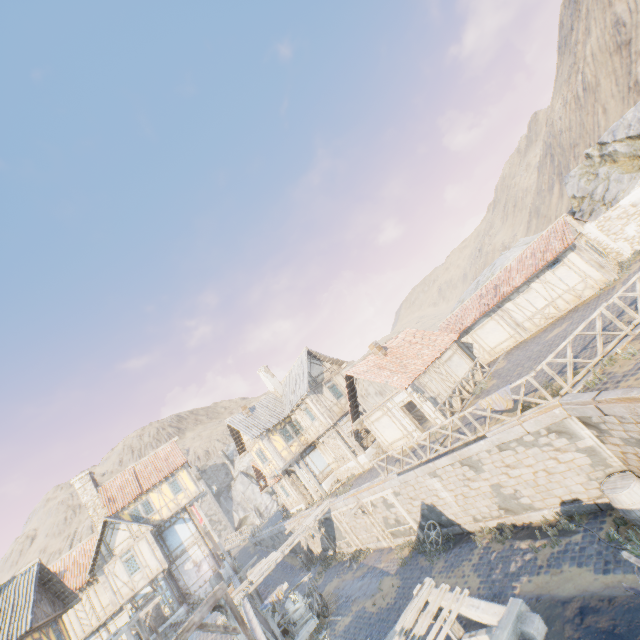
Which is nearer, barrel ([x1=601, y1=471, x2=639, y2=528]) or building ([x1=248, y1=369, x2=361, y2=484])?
barrel ([x1=601, y1=471, x2=639, y2=528])

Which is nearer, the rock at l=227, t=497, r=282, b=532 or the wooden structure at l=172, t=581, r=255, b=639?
the wooden structure at l=172, t=581, r=255, b=639

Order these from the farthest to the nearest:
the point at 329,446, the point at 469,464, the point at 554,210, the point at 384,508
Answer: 1. the point at 554,210
2. the point at 329,446
3. the point at 384,508
4. the point at 469,464

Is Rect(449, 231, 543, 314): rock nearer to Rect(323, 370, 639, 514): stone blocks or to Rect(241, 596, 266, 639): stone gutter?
Rect(323, 370, 639, 514): stone blocks

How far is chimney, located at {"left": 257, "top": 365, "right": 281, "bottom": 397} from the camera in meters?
30.2 m

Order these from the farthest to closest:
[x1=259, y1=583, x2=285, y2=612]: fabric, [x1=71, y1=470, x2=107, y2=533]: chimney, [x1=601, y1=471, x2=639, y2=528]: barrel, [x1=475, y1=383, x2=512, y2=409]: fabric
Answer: [x1=71, y1=470, x2=107, y2=533]: chimney, [x1=259, y1=583, x2=285, y2=612]: fabric, [x1=475, y1=383, x2=512, y2=409]: fabric, [x1=601, y1=471, x2=639, y2=528]: barrel

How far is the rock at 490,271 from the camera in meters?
35.0 m

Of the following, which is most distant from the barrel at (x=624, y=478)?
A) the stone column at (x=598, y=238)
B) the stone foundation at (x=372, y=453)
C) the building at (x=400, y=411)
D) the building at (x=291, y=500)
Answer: the building at (x=291, y=500)
